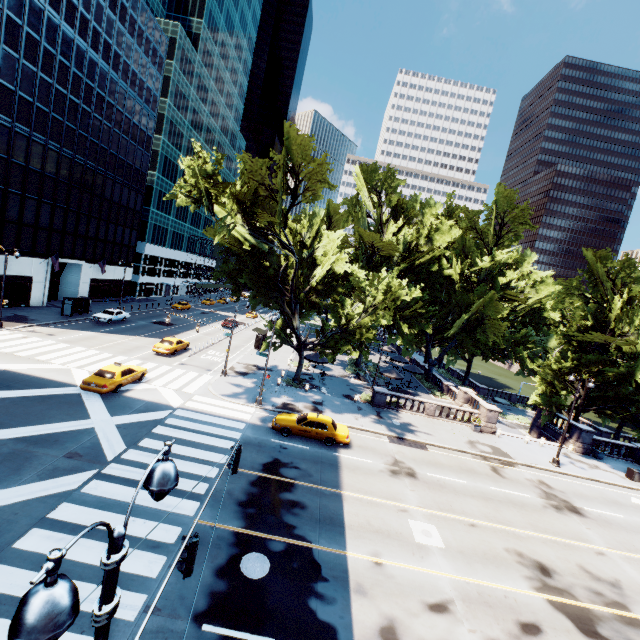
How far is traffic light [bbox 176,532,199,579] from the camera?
6.7m

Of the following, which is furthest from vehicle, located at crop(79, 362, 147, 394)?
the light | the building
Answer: the building

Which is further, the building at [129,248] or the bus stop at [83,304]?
the bus stop at [83,304]

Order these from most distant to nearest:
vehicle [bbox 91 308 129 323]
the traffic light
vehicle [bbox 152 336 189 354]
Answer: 1. vehicle [bbox 91 308 129 323]
2. vehicle [bbox 152 336 189 354]
3. the traffic light

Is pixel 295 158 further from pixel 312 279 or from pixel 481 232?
pixel 481 232

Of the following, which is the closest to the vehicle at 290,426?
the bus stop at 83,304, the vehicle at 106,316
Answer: the vehicle at 106,316

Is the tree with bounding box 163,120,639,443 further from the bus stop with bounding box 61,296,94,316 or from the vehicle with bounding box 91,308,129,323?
the bus stop with bounding box 61,296,94,316

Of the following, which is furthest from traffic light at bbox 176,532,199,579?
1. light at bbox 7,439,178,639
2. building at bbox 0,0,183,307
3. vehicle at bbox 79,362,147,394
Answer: building at bbox 0,0,183,307
